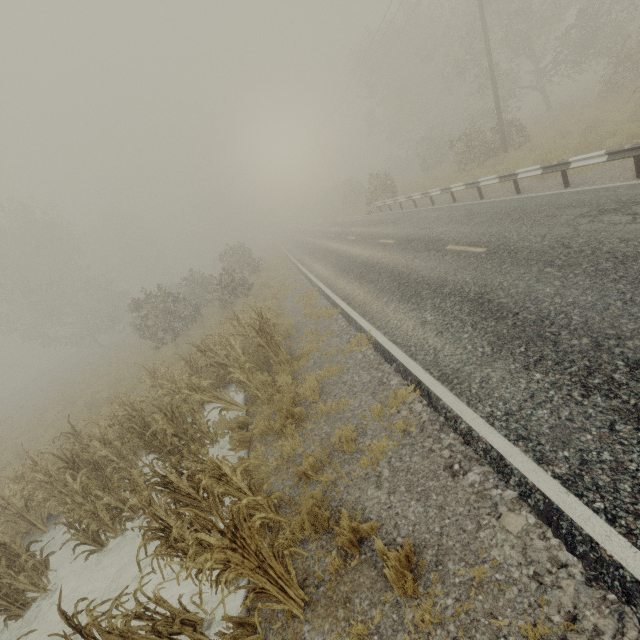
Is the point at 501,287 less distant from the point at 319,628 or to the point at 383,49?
the point at 319,628

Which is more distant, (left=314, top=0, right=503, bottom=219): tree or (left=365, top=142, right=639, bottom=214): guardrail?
(left=314, top=0, right=503, bottom=219): tree

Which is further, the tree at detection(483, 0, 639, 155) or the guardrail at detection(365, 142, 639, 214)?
the tree at detection(483, 0, 639, 155)

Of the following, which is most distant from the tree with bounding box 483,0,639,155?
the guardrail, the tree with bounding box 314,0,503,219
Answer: the tree with bounding box 314,0,503,219

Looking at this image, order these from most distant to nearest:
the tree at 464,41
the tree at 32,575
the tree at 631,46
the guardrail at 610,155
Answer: the tree at 464,41, the tree at 631,46, the guardrail at 610,155, the tree at 32,575

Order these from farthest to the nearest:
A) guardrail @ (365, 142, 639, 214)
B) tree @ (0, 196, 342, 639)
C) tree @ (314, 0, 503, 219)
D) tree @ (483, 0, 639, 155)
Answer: tree @ (314, 0, 503, 219)
tree @ (483, 0, 639, 155)
guardrail @ (365, 142, 639, 214)
tree @ (0, 196, 342, 639)

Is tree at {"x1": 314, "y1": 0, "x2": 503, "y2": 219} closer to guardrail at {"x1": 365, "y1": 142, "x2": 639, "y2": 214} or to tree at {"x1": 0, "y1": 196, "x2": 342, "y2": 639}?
guardrail at {"x1": 365, "y1": 142, "x2": 639, "y2": 214}

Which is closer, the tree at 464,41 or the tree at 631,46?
the tree at 631,46
